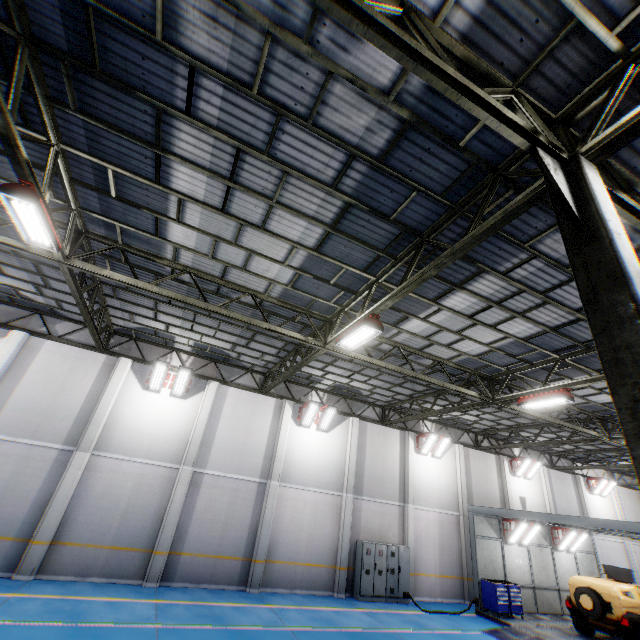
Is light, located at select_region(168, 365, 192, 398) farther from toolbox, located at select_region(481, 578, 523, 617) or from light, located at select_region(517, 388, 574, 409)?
toolbox, located at select_region(481, 578, 523, 617)

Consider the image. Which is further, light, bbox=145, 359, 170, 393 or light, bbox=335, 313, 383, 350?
light, bbox=145, 359, 170, 393

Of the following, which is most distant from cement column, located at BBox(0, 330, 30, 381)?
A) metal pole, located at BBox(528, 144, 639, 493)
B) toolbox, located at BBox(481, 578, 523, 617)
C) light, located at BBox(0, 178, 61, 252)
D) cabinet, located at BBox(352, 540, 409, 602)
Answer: toolbox, located at BBox(481, 578, 523, 617)

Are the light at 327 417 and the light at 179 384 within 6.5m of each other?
yes

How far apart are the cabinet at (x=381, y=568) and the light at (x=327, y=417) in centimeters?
570cm

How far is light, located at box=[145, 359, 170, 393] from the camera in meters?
14.2

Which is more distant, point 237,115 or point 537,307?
point 537,307

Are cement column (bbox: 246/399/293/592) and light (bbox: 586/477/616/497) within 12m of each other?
no
